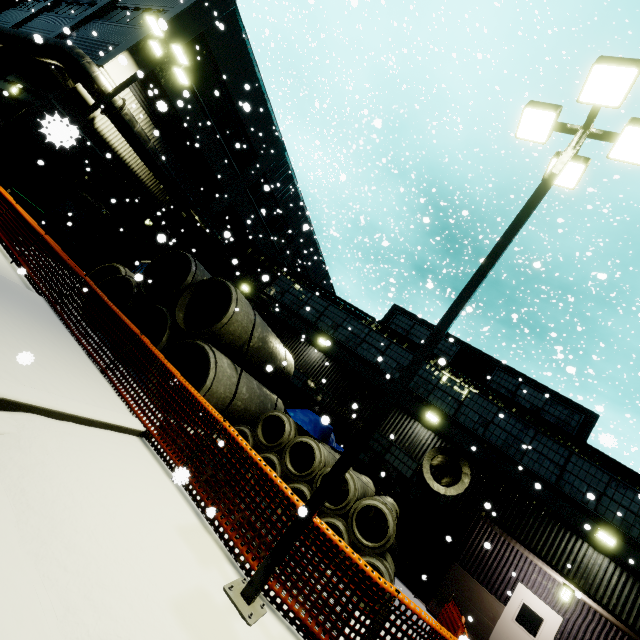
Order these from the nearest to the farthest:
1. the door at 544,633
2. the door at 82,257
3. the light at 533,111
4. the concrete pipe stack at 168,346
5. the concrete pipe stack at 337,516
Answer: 1. the light at 533,111
2. the concrete pipe stack at 337,516
3. the concrete pipe stack at 168,346
4. the door at 544,633
5. the door at 82,257

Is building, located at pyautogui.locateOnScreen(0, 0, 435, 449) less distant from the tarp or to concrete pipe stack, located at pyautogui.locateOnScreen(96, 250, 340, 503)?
concrete pipe stack, located at pyautogui.locateOnScreen(96, 250, 340, 503)

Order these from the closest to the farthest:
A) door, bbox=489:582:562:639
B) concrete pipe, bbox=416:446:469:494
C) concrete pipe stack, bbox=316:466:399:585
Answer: concrete pipe stack, bbox=316:466:399:585
concrete pipe, bbox=416:446:469:494
door, bbox=489:582:562:639

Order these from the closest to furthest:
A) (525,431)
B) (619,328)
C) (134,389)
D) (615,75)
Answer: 1. (615,75)
2. (134,389)
3. (525,431)
4. (619,328)

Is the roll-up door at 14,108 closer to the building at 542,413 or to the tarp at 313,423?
the building at 542,413

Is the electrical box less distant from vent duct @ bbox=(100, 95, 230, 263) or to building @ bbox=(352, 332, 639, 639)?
building @ bbox=(352, 332, 639, 639)

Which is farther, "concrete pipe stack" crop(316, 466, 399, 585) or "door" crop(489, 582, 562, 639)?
"door" crop(489, 582, 562, 639)

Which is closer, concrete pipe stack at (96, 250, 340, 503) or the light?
the light
